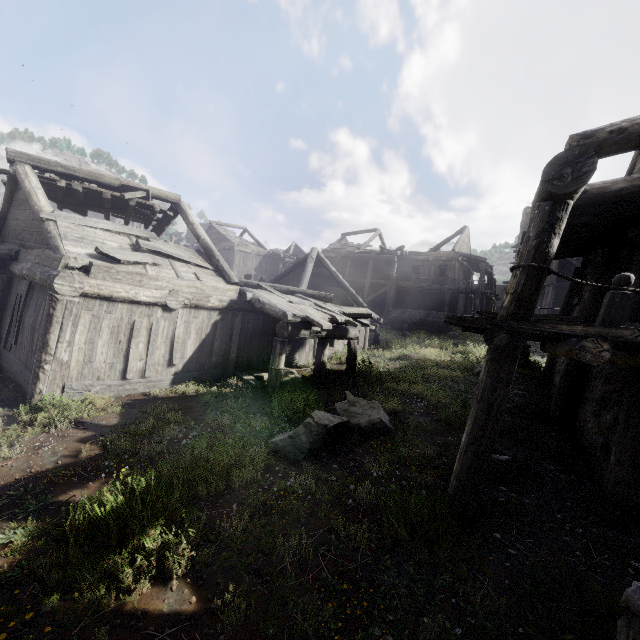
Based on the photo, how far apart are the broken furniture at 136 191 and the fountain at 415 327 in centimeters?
1886cm

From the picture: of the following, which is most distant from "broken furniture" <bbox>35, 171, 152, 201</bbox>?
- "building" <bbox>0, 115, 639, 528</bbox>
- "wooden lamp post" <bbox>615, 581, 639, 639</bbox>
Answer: "wooden lamp post" <bbox>615, 581, 639, 639</bbox>

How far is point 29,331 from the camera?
7.69m

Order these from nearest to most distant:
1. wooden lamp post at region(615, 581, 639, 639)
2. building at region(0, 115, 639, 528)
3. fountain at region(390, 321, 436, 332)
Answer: wooden lamp post at region(615, 581, 639, 639) → building at region(0, 115, 639, 528) → fountain at region(390, 321, 436, 332)

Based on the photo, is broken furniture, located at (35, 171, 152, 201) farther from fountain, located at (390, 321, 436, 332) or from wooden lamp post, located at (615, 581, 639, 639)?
fountain, located at (390, 321, 436, 332)

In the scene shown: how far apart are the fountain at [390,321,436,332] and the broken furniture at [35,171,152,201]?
18.9 meters

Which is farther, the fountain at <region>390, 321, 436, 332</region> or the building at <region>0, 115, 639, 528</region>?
the fountain at <region>390, 321, 436, 332</region>

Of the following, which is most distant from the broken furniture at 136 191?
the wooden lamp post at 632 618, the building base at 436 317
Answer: the building base at 436 317
